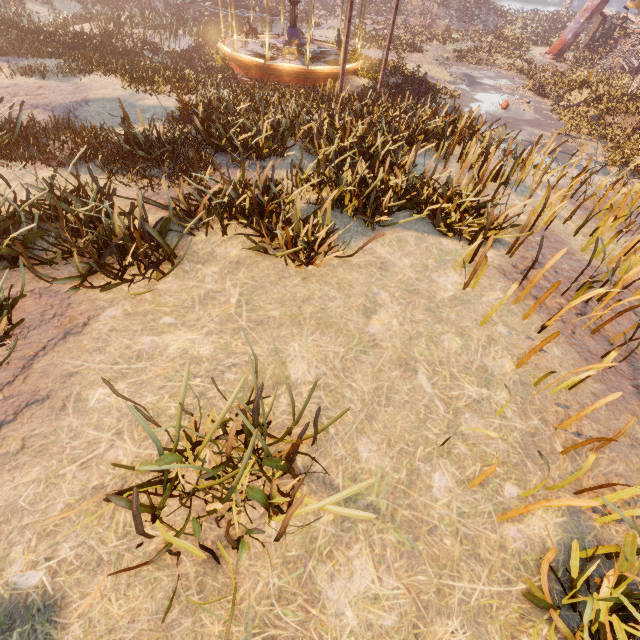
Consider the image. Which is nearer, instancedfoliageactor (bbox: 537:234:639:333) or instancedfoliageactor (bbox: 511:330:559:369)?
instancedfoliageactor (bbox: 511:330:559:369)

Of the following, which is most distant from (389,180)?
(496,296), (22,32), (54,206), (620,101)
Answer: (620,101)

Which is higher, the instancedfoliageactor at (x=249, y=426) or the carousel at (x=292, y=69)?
the instancedfoliageactor at (x=249, y=426)

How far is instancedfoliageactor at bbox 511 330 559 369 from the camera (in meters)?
4.33

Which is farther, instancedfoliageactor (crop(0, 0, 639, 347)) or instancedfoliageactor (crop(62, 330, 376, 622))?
instancedfoliageactor (crop(0, 0, 639, 347))

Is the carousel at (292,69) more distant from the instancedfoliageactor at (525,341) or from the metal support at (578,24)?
the metal support at (578,24)

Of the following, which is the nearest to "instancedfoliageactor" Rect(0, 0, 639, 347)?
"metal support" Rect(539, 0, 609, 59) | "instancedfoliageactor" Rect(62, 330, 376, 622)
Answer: A: "instancedfoliageactor" Rect(62, 330, 376, 622)
